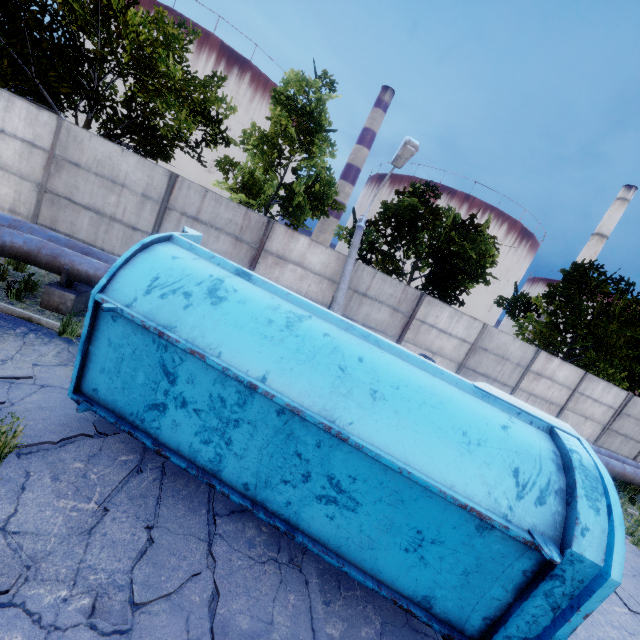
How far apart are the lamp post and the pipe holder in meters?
5.5

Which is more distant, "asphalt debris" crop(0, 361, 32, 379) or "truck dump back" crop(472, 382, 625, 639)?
"asphalt debris" crop(0, 361, 32, 379)

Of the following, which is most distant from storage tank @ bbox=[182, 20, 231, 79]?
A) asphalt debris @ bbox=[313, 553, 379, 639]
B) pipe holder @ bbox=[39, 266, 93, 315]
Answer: asphalt debris @ bbox=[313, 553, 379, 639]

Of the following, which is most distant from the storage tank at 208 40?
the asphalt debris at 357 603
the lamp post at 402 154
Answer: the asphalt debris at 357 603

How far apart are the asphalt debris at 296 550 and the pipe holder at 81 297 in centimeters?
601cm

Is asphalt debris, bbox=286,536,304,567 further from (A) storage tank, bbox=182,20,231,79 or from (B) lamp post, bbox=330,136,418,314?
(A) storage tank, bbox=182,20,231,79

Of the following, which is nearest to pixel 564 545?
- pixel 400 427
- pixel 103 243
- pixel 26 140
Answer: pixel 400 427

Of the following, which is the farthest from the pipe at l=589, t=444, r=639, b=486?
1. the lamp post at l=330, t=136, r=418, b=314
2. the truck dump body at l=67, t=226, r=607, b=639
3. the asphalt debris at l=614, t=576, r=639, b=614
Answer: the truck dump body at l=67, t=226, r=607, b=639
